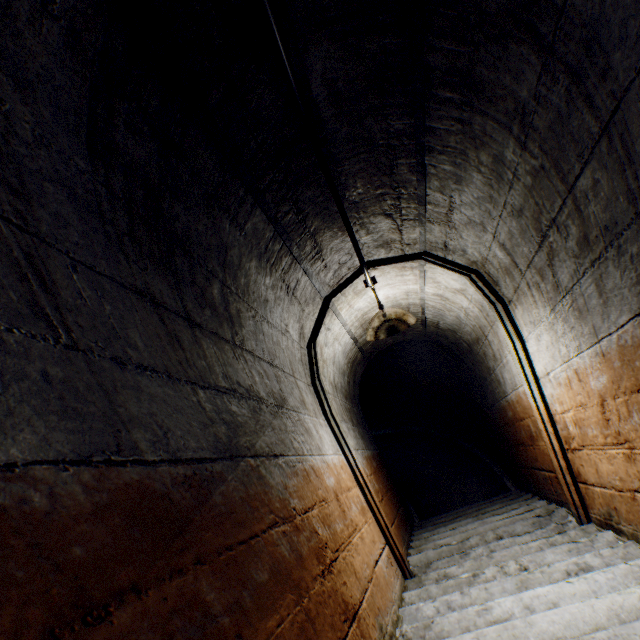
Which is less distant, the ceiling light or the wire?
the wire

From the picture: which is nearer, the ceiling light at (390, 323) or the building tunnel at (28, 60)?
the building tunnel at (28, 60)

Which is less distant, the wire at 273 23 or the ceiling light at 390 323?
the wire at 273 23

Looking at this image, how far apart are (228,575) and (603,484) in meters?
2.6

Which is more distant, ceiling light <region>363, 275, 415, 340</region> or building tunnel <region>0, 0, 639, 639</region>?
ceiling light <region>363, 275, 415, 340</region>

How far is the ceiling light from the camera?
2.7 meters

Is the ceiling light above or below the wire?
below
